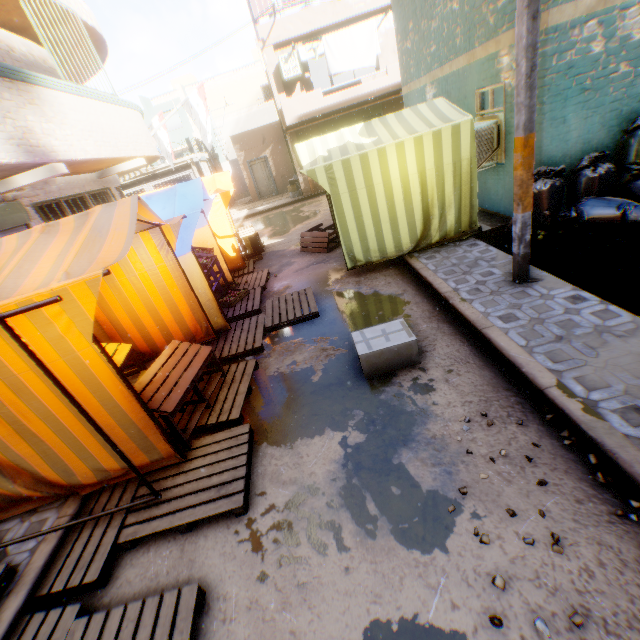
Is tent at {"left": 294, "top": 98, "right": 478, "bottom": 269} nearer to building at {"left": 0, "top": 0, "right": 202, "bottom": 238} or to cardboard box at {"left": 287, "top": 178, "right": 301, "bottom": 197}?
building at {"left": 0, "top": 0, "right": 202, "bottom": 238}

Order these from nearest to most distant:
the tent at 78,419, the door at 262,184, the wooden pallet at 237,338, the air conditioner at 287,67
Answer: the tent at 78,419 → the wooden pallet at 237,338 → the air conditioner at 287,67 → the door at 262,184

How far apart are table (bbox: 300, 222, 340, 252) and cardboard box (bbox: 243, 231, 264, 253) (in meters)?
1.68

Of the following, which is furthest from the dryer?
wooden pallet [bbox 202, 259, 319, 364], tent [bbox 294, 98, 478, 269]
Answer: wooden pallet [bbox 202, 259, 319, 364]

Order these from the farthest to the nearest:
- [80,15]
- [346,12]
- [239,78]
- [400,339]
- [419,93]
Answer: [239,78] < [346,12] < [419,93] < [80,15] < [400,339]

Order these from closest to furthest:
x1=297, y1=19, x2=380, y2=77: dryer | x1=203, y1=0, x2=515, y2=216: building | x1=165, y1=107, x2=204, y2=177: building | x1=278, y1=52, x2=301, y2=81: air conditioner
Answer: x1=203, y1=0, x2=515, y2=216: building < x1=297, y1=19, x2=380, y2=77: dryer < x1=278, y1=52, x2=301, y2=81: air conditioner < x1=165, y1=107, x2=204, y2=177: building

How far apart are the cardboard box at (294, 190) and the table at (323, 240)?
9.35m

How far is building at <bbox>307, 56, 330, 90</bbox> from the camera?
19.9 meters
